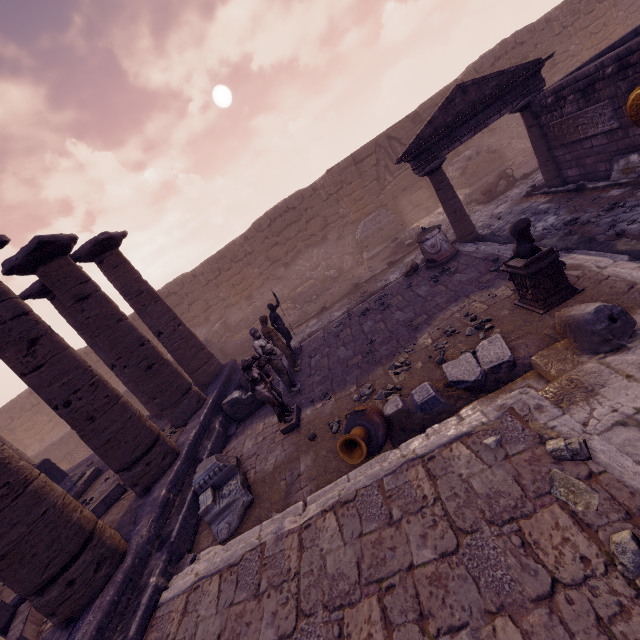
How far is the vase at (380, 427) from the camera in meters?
4.1 m

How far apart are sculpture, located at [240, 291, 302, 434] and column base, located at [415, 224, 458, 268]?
5.3m

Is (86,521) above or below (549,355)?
above

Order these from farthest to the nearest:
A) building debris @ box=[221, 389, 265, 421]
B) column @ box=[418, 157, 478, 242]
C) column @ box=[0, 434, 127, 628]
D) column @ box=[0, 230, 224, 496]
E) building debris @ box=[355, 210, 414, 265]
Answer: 1. building debris @ box=[355, 210, 414, 265]
2. column @ box=[418, 157, 478, 242]
3. building debris @ box=[221, 389, 265, 421]
4. column @ box=[0, 230, 224, 496]
5. column @ box=[0, 434, 127, 628]

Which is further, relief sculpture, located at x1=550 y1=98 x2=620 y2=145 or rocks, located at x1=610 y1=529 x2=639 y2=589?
relief sculpture, located at x1=550 y1=98 x2=620 y2=145

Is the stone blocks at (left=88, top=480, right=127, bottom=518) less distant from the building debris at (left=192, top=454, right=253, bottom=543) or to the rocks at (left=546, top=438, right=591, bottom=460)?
the building debris at (left=192, top=454, right=253, bottom=543)

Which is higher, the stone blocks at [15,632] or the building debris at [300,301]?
the stone blocks at [15,632]

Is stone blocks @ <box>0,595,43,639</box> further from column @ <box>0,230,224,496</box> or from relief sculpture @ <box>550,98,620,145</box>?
relief sculpture @ <box>550,98,620,145</box>
